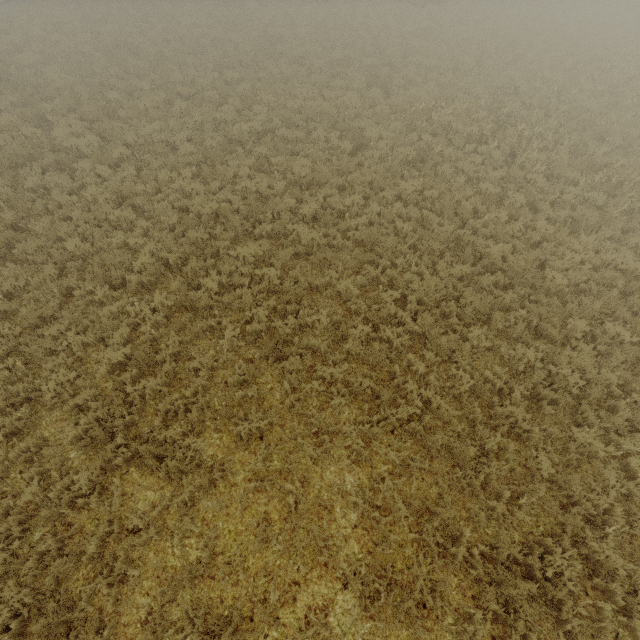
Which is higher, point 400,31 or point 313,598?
point 400,31
